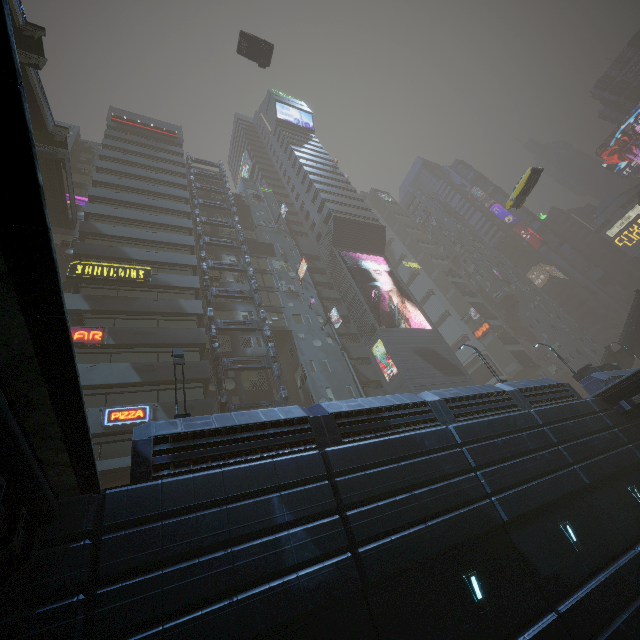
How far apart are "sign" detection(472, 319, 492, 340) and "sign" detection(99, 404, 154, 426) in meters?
54.3 m

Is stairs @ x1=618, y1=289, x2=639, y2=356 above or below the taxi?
below

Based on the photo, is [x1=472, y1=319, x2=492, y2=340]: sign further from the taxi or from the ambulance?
the ambulance

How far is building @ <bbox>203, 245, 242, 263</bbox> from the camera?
35.4 meters

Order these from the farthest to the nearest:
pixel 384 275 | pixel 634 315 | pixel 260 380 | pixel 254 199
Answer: pixel 384 275, pixel 254 199, pixel 634 315, pixel 260 380

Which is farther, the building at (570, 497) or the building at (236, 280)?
the building at (236, 280)

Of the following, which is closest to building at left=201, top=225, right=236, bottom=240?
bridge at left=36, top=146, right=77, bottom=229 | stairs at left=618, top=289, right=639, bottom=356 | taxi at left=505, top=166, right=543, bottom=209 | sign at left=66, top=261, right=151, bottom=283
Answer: sign at left=66, top=261, right=151, bottom=283

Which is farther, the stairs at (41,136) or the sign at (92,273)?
the sign at (92,273)
